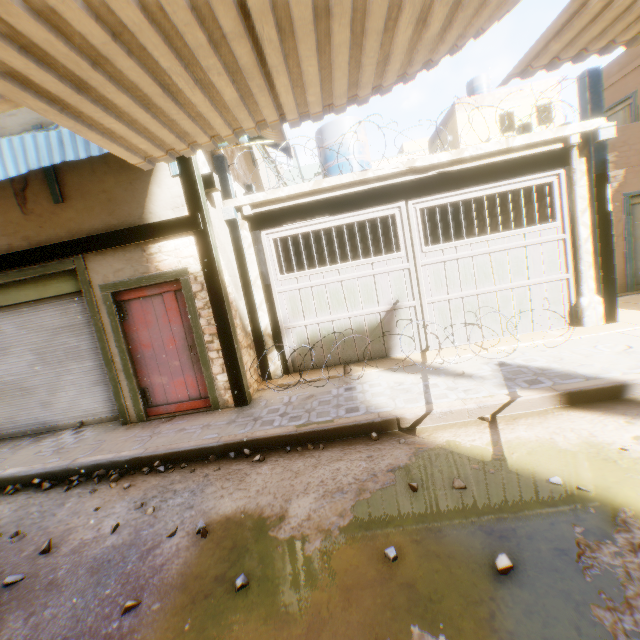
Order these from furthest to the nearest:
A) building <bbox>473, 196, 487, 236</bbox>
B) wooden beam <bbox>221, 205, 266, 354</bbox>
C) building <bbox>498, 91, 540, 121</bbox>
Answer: building <bbox>498, 91, 540, 121</bbox> → building <bbox>473, 196, 487, 236</bbox> → wooden beam <bbox>221, 205, 266, 354</bbox>

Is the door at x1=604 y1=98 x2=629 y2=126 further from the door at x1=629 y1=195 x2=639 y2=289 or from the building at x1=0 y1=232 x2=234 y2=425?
the door at x1=629 y1=195 x2=639 y2=289

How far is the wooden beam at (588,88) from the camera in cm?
556

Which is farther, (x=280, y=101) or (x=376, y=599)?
(x=280, y=101)

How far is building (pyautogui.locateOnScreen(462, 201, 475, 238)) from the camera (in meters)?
10.29

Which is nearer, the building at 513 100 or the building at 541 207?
the building at 541 207

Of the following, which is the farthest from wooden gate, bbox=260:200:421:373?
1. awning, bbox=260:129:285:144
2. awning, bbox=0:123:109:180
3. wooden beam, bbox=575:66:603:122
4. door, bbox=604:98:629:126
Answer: door, bbox=604:98:629:126
